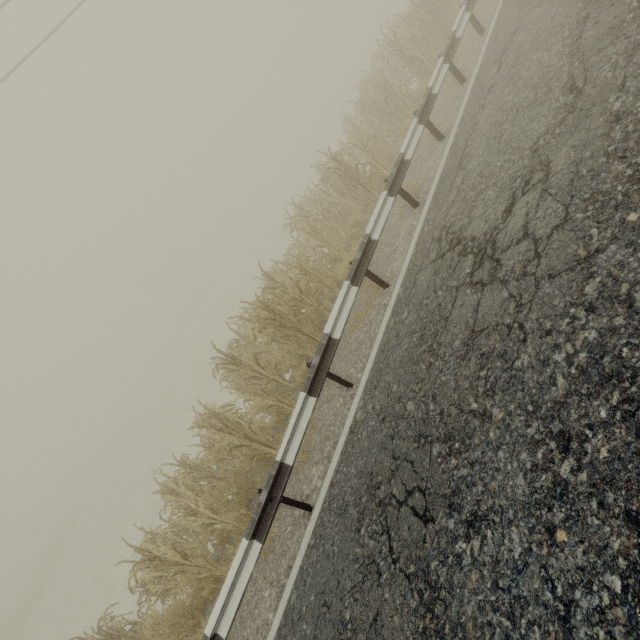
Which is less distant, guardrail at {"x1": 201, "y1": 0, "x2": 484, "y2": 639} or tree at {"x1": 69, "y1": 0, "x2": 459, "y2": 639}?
guardrail at {"x1": 201, "y1": 0, "x2": 484, "y2": 639}

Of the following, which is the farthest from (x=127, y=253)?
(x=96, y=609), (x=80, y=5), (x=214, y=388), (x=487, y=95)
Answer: (x=487, y=95)

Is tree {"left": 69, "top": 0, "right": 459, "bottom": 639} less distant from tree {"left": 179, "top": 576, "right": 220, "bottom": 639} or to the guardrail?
tree {"left": 179, "top": 576, "right": 220, "bottom": 639}

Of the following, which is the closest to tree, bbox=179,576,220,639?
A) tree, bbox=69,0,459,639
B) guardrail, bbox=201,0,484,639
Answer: tree, bbox=69,0,459,639

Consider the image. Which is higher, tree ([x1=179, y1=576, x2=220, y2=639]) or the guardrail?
the guardrail

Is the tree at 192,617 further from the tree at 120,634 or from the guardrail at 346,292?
the guardrail at 346,292

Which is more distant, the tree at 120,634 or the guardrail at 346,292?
the tree at 120,634
